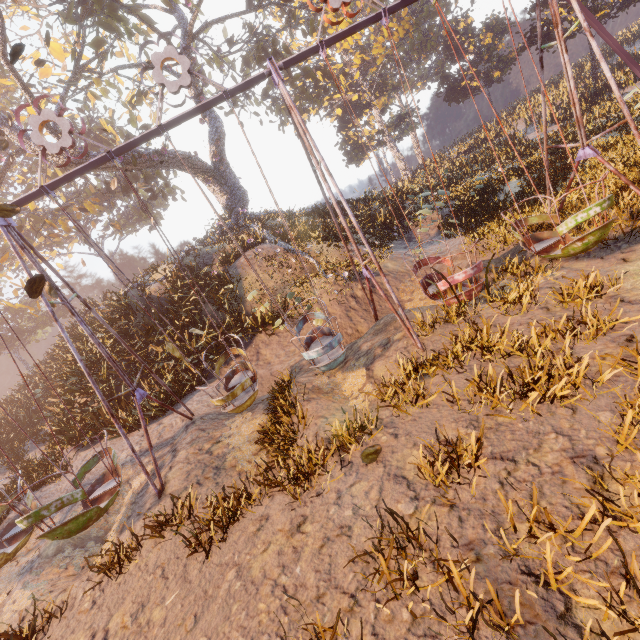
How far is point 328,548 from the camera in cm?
368

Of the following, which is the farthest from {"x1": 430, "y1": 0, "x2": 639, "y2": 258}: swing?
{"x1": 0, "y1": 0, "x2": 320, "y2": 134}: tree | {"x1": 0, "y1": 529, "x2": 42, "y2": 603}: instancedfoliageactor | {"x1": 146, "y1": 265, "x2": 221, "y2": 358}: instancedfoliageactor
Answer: {"x1": 0, "y1": 0, "x2": 320, "y2": 134}: tree

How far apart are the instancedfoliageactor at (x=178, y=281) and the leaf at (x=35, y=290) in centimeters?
752cm

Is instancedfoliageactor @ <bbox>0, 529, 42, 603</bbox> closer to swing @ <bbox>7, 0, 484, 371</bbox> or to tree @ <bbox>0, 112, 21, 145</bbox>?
swing @ <bbox>7, 0, 484, 371</bbox>

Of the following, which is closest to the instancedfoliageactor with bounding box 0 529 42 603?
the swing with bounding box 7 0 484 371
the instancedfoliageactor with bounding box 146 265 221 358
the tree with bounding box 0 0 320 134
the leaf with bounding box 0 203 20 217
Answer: the swing with bounding box 7 0 484 371

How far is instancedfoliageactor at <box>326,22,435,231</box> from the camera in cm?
2253

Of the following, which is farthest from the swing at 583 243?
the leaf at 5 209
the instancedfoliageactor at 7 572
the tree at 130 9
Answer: the tree at 130 9

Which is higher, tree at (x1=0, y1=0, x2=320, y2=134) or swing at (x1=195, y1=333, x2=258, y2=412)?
tree at (x1=0, y1=0, x2=320, y2=134)
